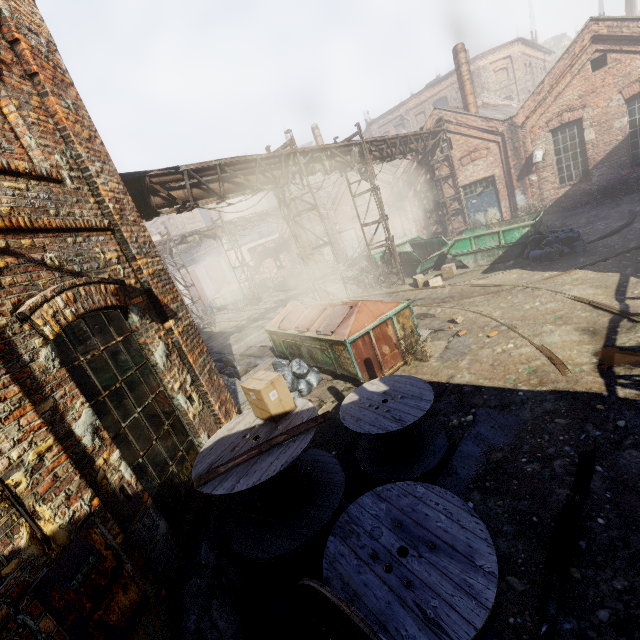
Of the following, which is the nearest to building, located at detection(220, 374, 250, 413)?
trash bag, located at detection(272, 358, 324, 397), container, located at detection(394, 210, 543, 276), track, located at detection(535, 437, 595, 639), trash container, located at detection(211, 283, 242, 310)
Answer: trash bag, located at detection(272, 358, 324, 397)

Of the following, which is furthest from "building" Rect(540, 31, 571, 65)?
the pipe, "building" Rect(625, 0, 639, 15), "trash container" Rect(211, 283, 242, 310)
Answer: "trash container" Rect(211, 283, 242, 310)

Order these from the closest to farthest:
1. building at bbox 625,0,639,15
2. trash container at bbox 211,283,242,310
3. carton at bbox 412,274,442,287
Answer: carton at bbox 412,274,442,287 → trash container at bbox 211,283,242,310 → building at bbox 625,0,639,15

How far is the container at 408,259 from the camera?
12.3m

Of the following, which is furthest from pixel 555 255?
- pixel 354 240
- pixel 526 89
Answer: pixel 526 89

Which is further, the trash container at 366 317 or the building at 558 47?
the building at 558 47

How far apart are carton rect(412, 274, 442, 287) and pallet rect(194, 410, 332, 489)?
10.7m

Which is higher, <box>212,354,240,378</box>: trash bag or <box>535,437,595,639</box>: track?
<box>212,354,240,378</box>: trash bag
